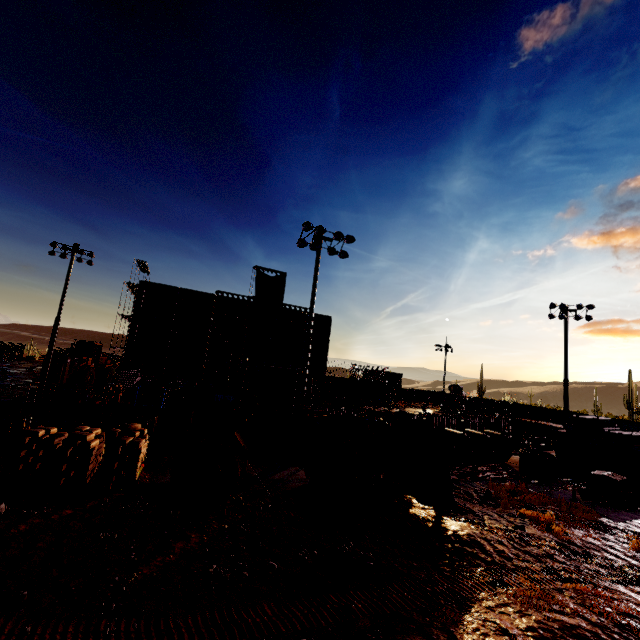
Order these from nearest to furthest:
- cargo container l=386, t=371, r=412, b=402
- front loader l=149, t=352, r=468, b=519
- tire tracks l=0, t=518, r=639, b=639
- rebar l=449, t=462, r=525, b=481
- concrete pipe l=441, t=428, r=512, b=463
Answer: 1. tire tracks l=0, t=518, r=639, b=639
2. front loader l=149, t=352, r=468, b=519
3. rebar l=449, t=462, r=525, b=481
4. concrete pipe l=441, t=428, r=512, b=463
5. cargo container l=386, t=371, r=412, b=402

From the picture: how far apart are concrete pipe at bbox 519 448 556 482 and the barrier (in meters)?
28.20

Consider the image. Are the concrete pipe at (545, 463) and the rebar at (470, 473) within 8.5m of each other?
yes

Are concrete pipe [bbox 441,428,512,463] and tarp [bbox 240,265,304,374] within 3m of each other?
no

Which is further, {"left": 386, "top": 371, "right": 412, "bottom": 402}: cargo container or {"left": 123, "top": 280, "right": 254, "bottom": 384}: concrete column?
{"left": 386, "top": 371, "right": 412, "bottom": 402}: cargo container

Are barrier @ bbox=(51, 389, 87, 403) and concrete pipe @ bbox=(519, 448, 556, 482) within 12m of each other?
no

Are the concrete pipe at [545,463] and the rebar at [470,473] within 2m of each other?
yes

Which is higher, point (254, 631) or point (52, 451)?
point (52, 451)
